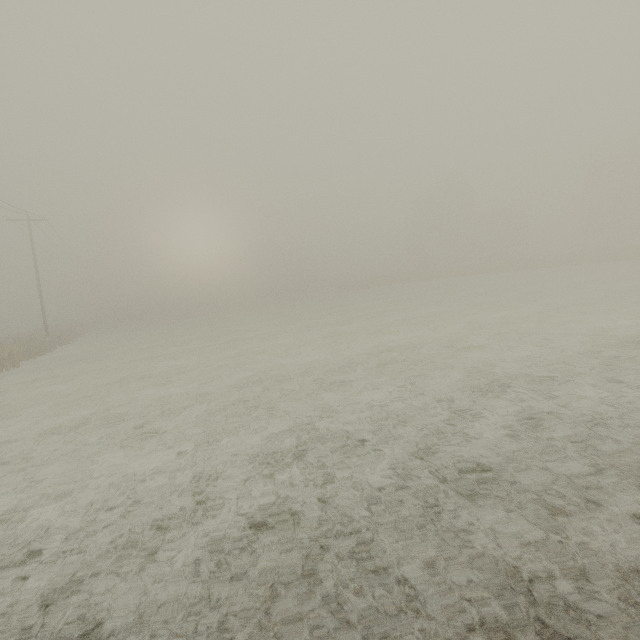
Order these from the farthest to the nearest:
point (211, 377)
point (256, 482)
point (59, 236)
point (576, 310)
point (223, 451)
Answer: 1. point (59, 236)
2. point (576, 310)
3. point (211, 377)
4. point (223, 451)
5. point (256, 482)
